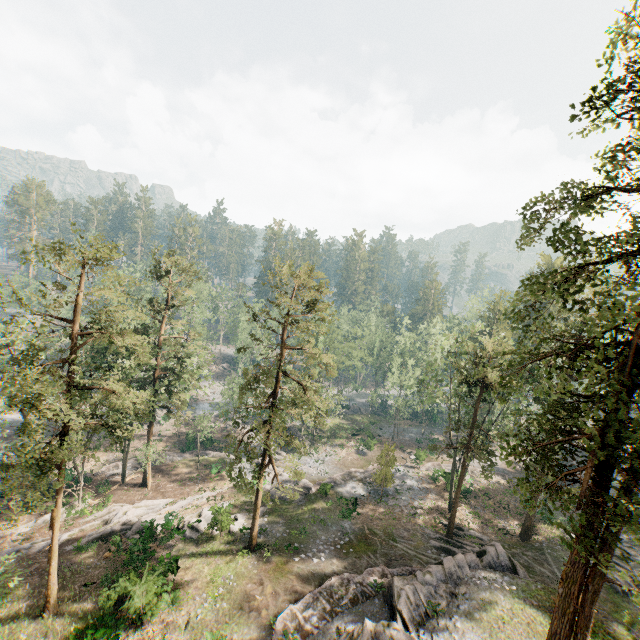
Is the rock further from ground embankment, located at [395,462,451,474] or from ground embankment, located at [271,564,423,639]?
ground embankment, located at [395,462,451,474]

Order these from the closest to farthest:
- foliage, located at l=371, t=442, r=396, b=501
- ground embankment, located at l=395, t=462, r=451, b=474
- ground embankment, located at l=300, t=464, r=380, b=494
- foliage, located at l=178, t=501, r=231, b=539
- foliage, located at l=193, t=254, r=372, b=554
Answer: foliage, located at l=193, t=254, r=372, b=554, foliage, located at l=178, t=501, r=231, b=539, foliage, located at l=371, t=442, r=396, b=501, ground embankment, located at l=300, t=464, r=380, b=494, ground embankment, located at l=395, t=462, r=451, b=474

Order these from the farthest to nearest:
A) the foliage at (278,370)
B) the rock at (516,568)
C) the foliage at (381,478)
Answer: the foliage at (381,478) < the foliage at (278,370) < the rock at (516,568)

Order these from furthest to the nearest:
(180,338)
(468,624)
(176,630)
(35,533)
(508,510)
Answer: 1. (180,338)
2. (508,510)
3. (35,533)
4. (176,630)
5. (468,624)

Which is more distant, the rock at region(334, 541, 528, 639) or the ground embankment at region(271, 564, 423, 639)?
the ground embankment at region(271, 564, 423, 639)

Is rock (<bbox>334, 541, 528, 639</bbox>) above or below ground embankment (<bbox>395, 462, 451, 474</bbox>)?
above

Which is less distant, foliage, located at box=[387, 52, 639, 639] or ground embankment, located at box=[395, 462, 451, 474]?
foliage, located at box=[387, 52, 639, 639]

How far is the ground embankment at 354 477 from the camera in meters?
35.7 m
